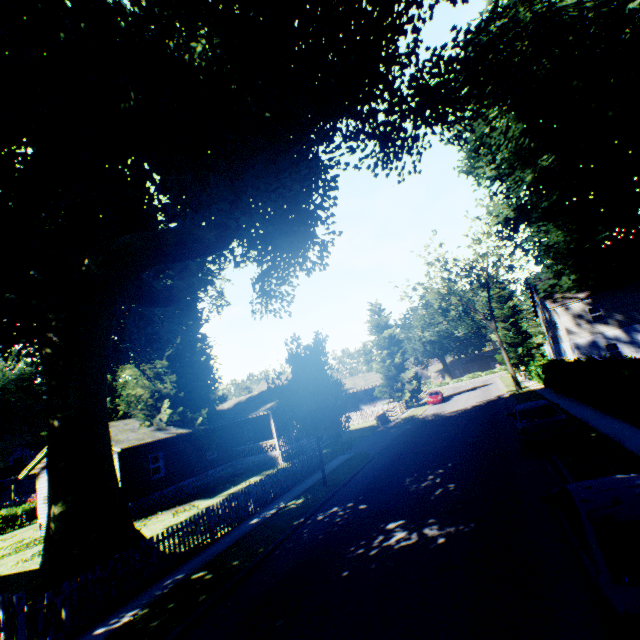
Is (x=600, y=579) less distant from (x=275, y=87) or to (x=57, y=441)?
(x=57, y=441)

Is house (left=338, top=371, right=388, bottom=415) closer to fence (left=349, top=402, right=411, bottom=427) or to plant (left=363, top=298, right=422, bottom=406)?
plant (left=363, top=298, right=422, bottom=406)

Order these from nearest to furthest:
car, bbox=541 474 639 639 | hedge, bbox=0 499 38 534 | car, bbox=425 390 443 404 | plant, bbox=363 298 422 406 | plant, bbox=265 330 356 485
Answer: car, bbox=541 474 639 639
plant, bbox=265 330 356 485
hedge, bbox=0 499 38 534
car, bbox=425 390 443 404
plant, bbox=363 298 422 406

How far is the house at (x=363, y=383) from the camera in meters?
49.8 m

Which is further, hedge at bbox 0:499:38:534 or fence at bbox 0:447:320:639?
hedge at bbox 0:499:38:534

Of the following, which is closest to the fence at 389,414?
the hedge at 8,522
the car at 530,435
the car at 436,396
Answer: the car at 436,396

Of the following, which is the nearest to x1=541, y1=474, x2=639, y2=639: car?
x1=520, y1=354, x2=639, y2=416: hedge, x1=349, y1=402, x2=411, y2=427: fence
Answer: x1=520, y1=354, x2=639, y2=416: hedge

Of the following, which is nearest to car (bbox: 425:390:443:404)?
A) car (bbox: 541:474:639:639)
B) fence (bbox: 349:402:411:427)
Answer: fence (bbox: 349:402:411:427)
